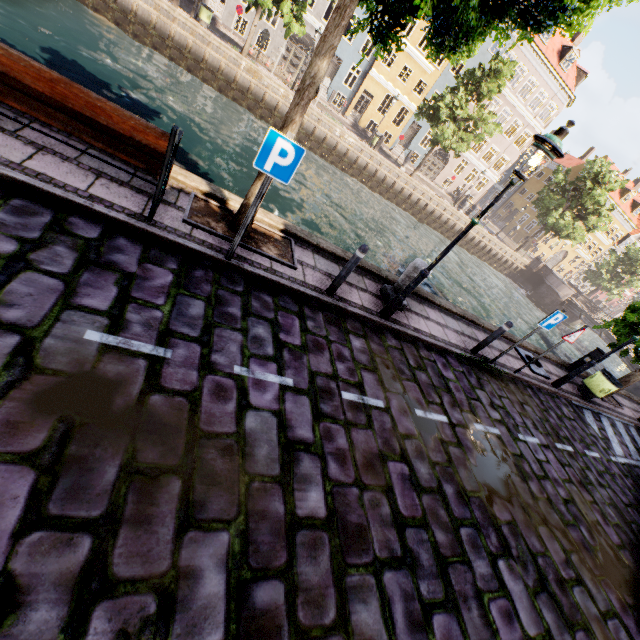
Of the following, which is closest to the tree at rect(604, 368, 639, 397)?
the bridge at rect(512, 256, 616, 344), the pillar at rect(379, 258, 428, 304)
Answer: the bridge at rect(512, 256, 616, 344)

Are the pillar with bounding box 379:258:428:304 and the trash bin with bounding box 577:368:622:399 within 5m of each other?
no

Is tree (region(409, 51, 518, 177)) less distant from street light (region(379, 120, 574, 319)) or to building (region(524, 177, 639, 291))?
street light (region(379, 120, 574, 319))

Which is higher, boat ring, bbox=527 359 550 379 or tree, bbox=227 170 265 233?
tree, bbox=227 170 265 233

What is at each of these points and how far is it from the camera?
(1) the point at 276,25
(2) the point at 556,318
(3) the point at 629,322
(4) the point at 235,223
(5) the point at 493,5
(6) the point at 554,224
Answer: (1) building, 26.48m
(2) sign, 7.03m
(3) tree, 11.51m
(4) tree, 5.39m
(5) tree, 4.01m
(6) tree, 31.45m

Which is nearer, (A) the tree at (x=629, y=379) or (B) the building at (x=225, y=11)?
(A) the tree at (x=629, y=379)

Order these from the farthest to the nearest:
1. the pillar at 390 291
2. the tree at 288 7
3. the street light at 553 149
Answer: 1. the tree at 288 7
2. the pillar at 390 291
3. the street light at 553 149

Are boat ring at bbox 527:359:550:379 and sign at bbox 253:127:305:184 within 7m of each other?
no
